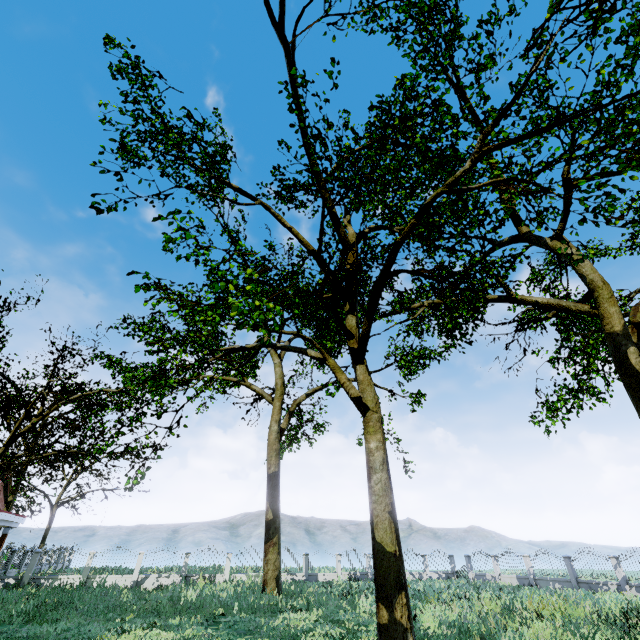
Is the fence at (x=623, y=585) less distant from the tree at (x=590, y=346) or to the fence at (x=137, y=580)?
the tree at (x=590, y=346)

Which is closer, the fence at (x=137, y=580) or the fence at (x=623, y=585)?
the fence at (x=623, y=585)

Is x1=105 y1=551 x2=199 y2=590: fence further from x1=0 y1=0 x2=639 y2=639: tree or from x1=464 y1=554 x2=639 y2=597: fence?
x1=464 y1=554 x2=639 y2=597: fence

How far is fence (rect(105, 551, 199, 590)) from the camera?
22.5m

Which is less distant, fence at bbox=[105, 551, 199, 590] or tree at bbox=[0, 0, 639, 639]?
tree at bbox=[0, 0, 639, 639]

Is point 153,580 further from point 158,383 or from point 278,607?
point 158,383

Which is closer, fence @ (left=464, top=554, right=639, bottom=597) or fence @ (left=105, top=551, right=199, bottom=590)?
fence @ (left=464, top=554, right=639, bottom=597)

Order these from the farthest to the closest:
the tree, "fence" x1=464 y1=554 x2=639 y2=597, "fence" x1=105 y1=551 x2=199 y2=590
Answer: "fence" x1=105 y1=551 x2=199 y2=590 < "fence" x1=464 y1=554 x2=639 y2=597 < the tree
